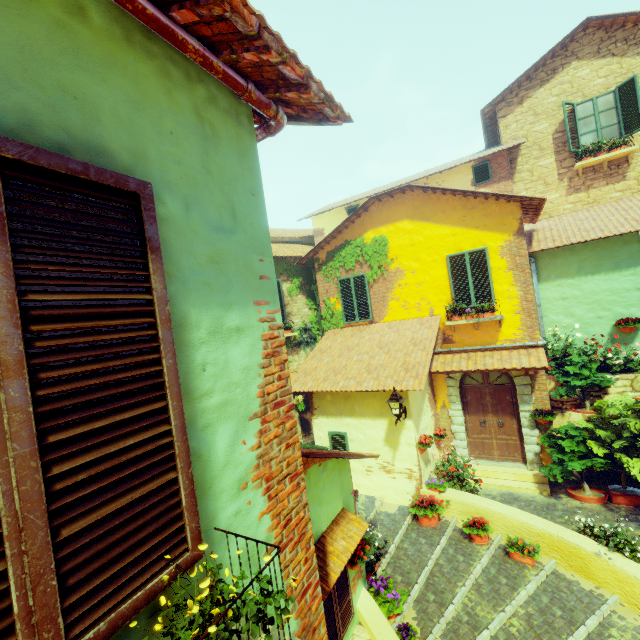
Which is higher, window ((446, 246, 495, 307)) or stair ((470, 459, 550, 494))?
window ((446, 246, 495, 307))

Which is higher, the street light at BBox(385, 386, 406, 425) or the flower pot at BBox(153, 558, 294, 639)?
the flower pot at BBox(153, 558, 294, 639)

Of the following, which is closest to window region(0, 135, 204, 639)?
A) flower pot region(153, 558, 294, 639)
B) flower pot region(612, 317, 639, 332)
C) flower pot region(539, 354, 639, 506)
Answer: flower pot region(153, 558, 294, 639)

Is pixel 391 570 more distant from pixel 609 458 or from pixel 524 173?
pixel 524 173

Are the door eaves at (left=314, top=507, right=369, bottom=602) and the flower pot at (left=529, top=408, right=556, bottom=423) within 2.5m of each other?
no

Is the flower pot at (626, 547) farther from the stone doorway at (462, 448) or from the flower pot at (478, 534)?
the flower pot at (478, 534)

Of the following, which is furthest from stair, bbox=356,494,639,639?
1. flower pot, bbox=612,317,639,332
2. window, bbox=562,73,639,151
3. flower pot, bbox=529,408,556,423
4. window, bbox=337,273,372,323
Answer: window, bbox=562,73,639,151

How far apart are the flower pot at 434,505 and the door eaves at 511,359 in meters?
2.7 m
